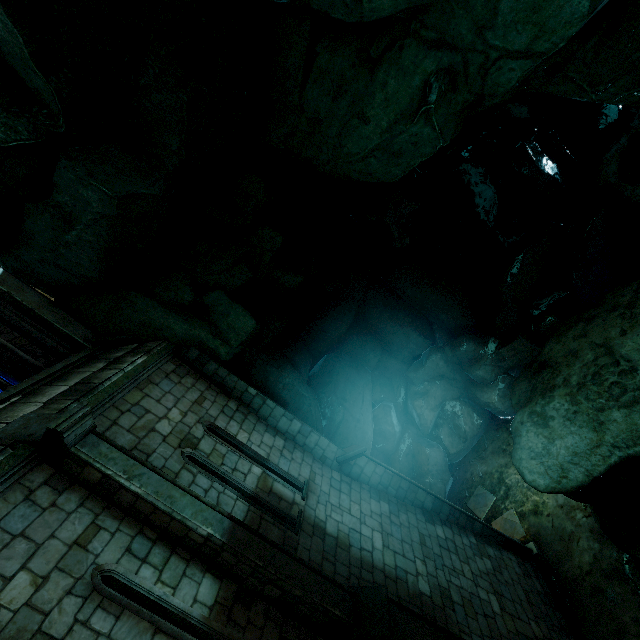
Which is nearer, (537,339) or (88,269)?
(88,269)
